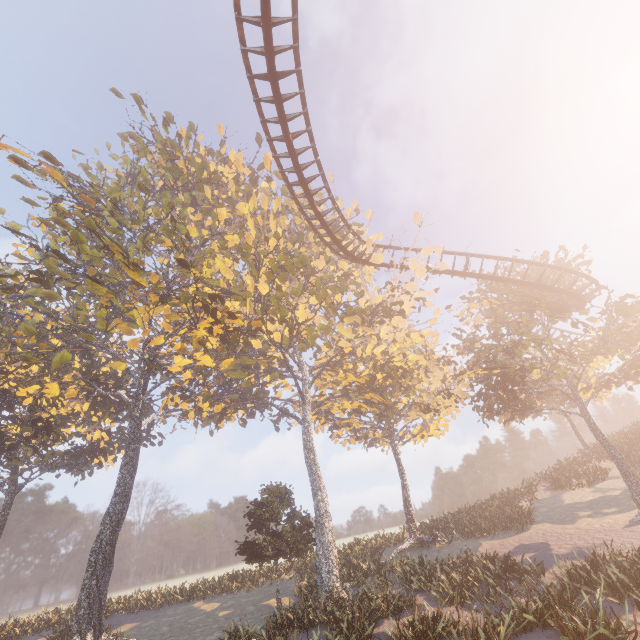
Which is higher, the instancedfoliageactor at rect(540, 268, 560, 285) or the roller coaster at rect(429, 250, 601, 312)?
the instancedfoliageactor at rect(540, 268, 560, 285)

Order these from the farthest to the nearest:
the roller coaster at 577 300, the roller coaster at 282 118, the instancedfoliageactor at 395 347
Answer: the roller coaster at 577 300 < the instancedfoliageactor at 395 347 < the roller coaster at 282 118

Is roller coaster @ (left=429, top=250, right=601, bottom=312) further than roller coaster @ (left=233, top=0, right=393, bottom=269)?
Yes

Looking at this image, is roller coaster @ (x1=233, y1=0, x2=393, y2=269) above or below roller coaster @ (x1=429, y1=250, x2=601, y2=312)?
above

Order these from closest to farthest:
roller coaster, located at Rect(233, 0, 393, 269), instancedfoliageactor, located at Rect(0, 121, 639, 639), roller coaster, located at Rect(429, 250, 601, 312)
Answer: roller coaster, located at Rect(233, 0, 393, 269) → instancedfoliageactor, located at Rect(0, 121, 639, 639) → roller coaster, located at Rect(429, 250, 601, 312)

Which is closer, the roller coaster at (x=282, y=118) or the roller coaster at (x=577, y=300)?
the roller coaster at (x=282, y=118)

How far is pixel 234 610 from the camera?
20.0 meters

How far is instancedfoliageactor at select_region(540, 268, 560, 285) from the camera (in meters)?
21.18
